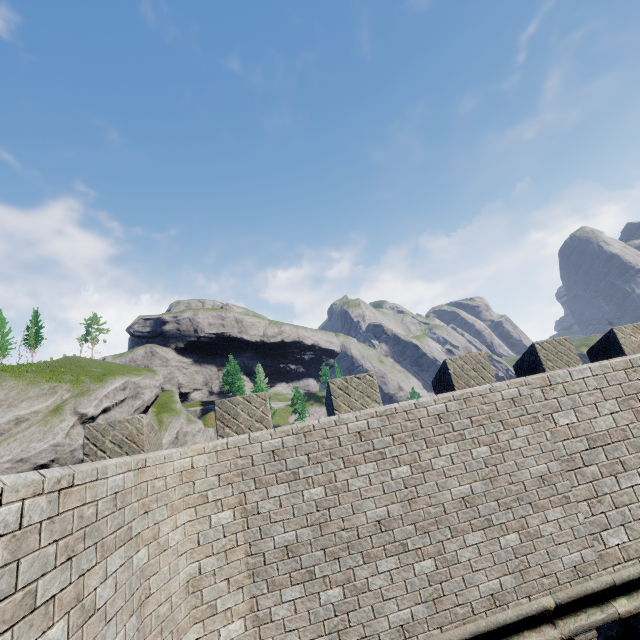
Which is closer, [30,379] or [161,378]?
[30,379]

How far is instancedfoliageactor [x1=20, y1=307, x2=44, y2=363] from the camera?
54.9m

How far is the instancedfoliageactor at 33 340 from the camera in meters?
54.9 m
